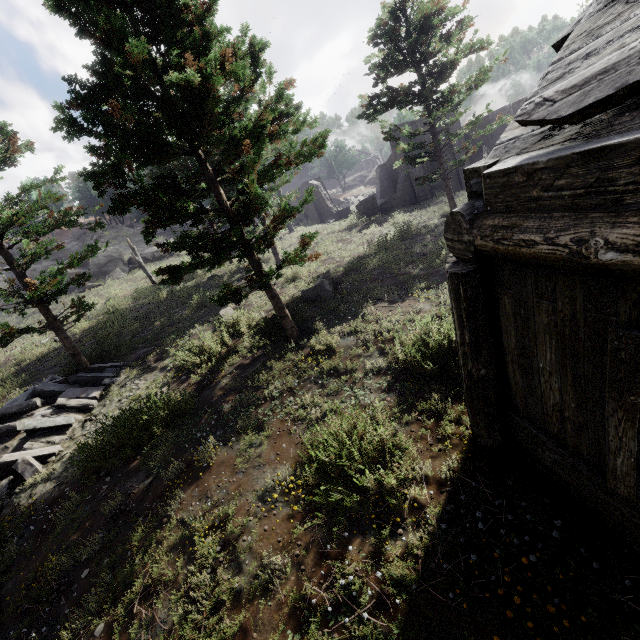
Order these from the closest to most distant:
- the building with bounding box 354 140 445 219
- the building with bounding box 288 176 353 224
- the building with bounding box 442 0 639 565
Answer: the building with bounding box 442 0 639 565
the building with bounding box 354 140 445 219
the building with bounding box 288 176 353 224

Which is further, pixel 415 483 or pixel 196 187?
pixel 196 187

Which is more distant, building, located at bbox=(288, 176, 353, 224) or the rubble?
building, located at bbox=(288, 176, 353, 224)

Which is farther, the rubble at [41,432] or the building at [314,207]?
the building at [314,207]

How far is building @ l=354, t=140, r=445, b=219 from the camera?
24.7 meters

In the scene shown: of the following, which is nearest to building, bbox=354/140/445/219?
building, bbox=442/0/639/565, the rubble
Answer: building, bbox=442/0/639/565

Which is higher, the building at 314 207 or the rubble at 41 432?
the building at 314 207
